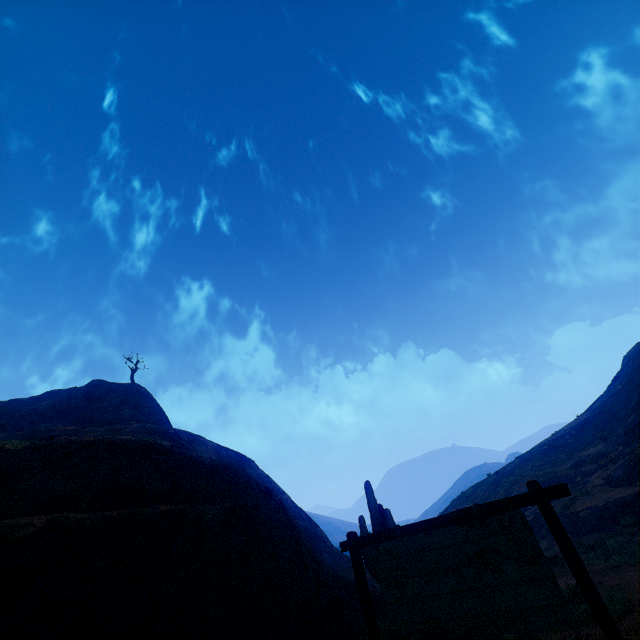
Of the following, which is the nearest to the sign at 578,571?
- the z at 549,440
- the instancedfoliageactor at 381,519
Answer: the z at 549,440

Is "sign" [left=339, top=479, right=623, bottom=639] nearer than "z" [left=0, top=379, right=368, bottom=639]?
Yes

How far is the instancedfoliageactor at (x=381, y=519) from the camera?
11.9 meters

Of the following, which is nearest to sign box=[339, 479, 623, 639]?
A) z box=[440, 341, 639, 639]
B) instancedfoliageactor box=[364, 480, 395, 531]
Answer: z box=[440, 341, 639, 639]

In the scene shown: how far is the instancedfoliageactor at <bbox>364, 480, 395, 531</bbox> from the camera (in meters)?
11.93

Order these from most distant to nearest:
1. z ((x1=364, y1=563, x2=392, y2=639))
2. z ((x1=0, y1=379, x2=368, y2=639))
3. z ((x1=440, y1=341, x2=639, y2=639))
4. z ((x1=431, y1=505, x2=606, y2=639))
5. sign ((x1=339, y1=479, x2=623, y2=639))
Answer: z ((x1=440, y1=341, x2=639, y2=639)), z ((x1=364, y1=563, x2=392, y2=639)), z ((x1=431, y1=505, x2=606, y2=639)), z ((x1=0, y1=379, x2=368, y2=639)), sign ((x1=339, y1=479, x2=623, y2=639))

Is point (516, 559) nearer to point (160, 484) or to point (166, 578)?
point (166, 578)
